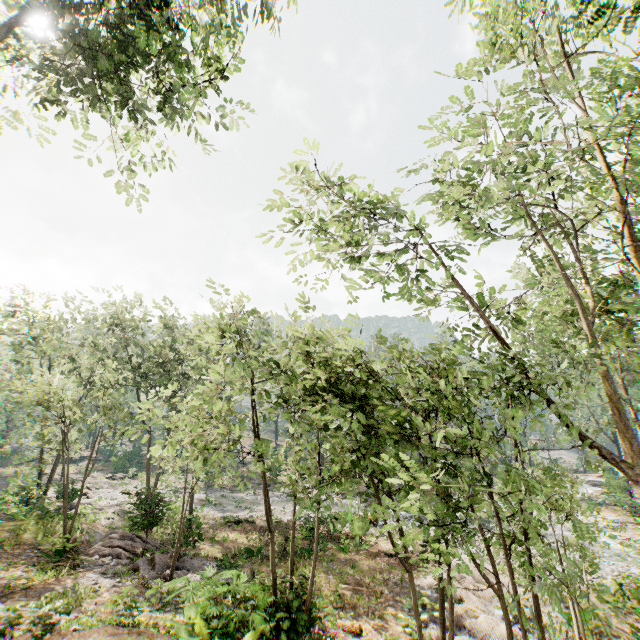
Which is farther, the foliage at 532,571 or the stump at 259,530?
the stump at 259,530

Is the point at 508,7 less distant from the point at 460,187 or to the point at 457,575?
the point at 460,187

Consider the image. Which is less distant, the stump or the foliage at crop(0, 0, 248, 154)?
the foliage at crop(0, 0, 248, 154)

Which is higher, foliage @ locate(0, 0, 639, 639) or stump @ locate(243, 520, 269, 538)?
foliage @ locate(0, 0, 639, 639)

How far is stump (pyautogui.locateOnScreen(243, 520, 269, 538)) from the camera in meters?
22.4 m

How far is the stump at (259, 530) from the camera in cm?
2238
